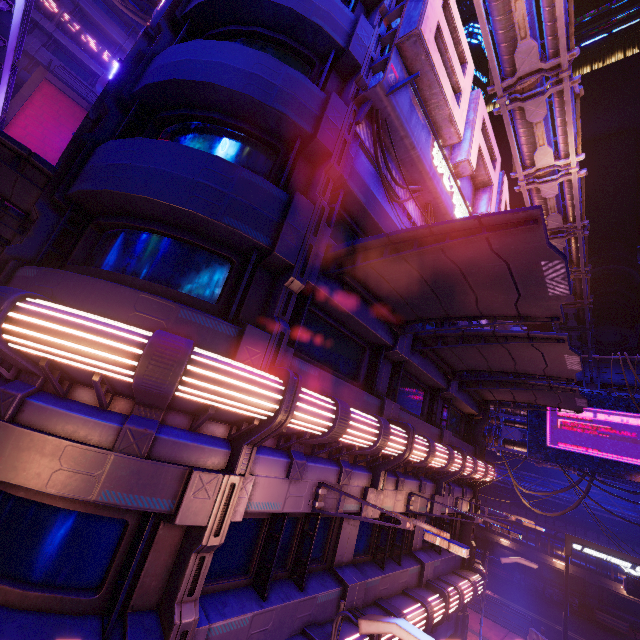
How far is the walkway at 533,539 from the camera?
33.7m

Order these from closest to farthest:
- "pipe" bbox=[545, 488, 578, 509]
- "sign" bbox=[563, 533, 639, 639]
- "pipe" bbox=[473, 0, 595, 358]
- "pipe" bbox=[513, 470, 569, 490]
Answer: "pipe" bbox=[473, 0, 595, 358], "sign" bbox=[563, 533, 639, 639], "pipe" bbox=[545, 488, 578, 509], "pipe" bbox=[513, 470, 569, 490]

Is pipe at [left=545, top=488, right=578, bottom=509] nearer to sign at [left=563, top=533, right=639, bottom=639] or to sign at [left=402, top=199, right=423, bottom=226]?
sign at [left=563, top=533, right=639, bottom=639]

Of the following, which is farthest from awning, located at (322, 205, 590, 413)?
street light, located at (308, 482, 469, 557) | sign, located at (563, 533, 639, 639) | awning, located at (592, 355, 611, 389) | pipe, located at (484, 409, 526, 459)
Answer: pipe, located at (484, 409, 526, 459)

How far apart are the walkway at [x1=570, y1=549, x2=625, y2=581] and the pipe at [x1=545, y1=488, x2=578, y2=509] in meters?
2.8 m

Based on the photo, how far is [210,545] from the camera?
5.0 meters

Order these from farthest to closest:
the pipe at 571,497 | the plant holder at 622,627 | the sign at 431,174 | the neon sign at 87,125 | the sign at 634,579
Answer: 1. the pipe at 571,497
2. the plant holder at 622,627
3. the sign at 634,579
4. the neon sign at 87,125
5. the sign at 431,174

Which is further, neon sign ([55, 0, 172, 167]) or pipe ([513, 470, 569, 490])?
pipe ([513, 470, 569, 490])
